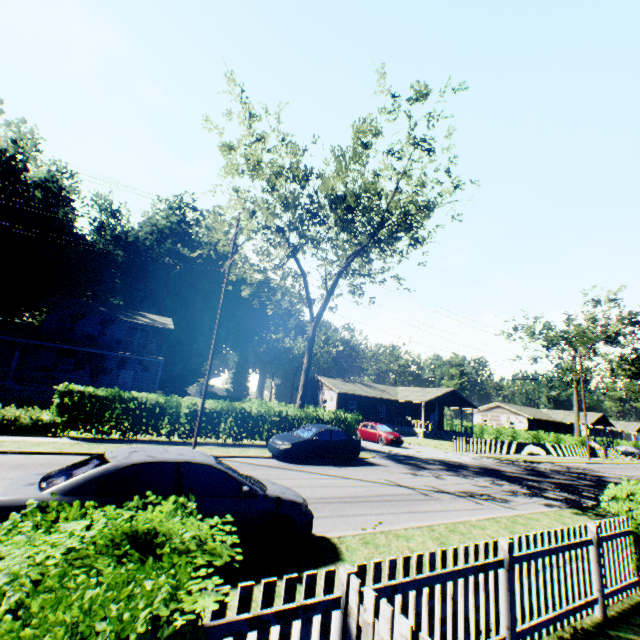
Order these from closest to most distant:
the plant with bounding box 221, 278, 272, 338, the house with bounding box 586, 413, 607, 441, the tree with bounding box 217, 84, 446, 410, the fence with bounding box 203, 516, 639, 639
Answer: the fence with bounding box 203, 516, 639, 639 → the tree with bounding box 217, 84, 446, 410 → the plant with bounding box 221, 278, 272, 338 → the house with bounding box 586, 413, 607, 441

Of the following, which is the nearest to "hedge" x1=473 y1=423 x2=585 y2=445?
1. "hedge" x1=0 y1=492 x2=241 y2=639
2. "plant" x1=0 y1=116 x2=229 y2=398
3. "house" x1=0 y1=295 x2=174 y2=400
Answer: "plant" x1=0 y1=116 x2=229 y2=398

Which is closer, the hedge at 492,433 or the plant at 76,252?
the plant at 76,252

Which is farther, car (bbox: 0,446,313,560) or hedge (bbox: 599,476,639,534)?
hedge (bbox: 599,476,639,534)

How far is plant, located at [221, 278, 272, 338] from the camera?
54.59m

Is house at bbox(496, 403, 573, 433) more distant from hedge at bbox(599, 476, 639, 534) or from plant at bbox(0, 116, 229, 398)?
hedge at bbox(599, 476, 639, 534)

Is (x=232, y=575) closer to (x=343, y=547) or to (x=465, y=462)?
(x=343, y=547)

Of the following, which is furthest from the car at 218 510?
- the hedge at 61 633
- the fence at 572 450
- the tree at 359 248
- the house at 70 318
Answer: the house at 70 318
